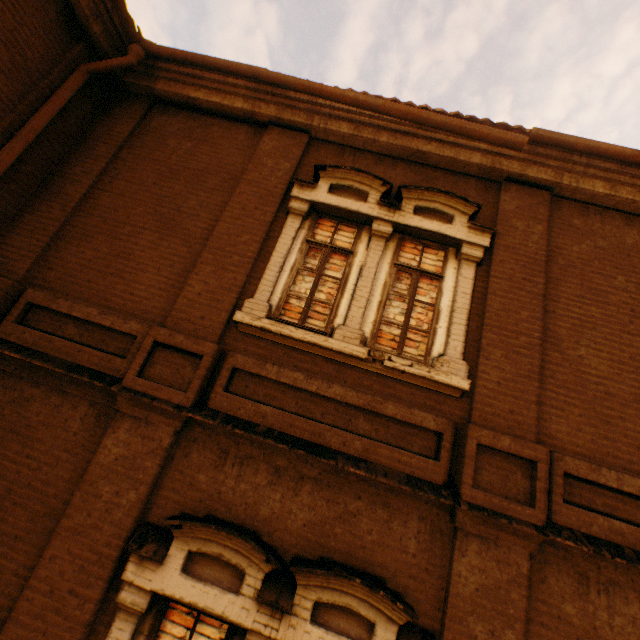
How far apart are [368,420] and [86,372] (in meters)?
3.42
